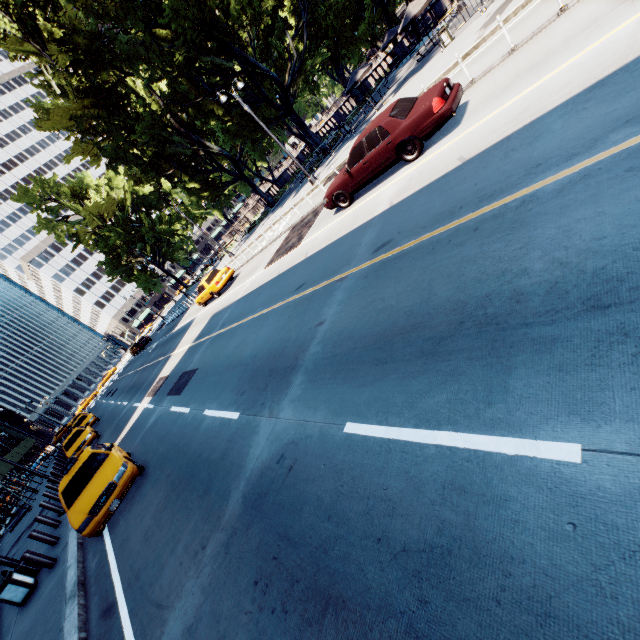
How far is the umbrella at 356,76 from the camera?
24.3m

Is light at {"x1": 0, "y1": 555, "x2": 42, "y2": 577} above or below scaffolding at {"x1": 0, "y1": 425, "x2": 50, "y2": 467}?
below

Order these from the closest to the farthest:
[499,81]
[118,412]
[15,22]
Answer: [499,81], [15,22], [118,412]

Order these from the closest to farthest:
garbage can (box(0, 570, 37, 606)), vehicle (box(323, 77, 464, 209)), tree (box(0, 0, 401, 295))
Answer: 1. vehicle (box(323, 77, 464, 209))
2. garbage can (box(0, 570, 37, 606))
3. tree (box(0, 0, 401, 295))

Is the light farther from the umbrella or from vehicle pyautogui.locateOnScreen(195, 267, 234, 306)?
the umbrella

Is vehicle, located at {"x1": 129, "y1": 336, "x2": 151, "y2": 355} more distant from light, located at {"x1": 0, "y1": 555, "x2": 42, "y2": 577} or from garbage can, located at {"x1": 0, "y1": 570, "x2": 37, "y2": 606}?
garbage can, located at {"x1": 0, "y1": 570, "x2": 37, "y2": 606}

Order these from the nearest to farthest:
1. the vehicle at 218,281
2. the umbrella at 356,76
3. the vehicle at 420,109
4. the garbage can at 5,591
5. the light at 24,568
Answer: the vehicle at 420,109 → the garbage can at 5,591 → the light at 24,568 → the vehicle at 218,281 → the umbrella at 356,76
